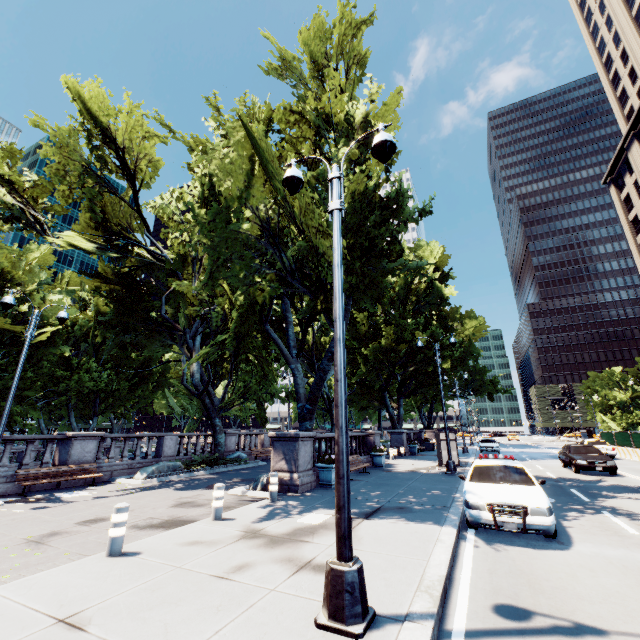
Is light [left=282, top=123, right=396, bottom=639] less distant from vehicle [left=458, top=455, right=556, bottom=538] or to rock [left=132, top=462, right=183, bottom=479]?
vehicle [left=458, top=455, right=556, bottom=538]

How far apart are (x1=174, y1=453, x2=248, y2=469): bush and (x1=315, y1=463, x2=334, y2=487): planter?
9.0 meters

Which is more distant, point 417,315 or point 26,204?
point 417,315

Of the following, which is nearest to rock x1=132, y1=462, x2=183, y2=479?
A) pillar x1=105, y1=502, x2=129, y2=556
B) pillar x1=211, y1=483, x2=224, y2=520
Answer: pillar x1=211, y1=483, x2=224, y2=520

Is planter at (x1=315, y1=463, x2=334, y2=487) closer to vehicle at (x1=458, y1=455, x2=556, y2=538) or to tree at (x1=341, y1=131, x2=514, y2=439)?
tree at (x1=341, y1=131, x2=514, y2=439)

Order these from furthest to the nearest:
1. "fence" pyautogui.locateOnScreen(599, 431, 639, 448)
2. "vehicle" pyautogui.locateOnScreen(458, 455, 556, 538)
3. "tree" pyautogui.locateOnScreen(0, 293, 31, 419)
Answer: "fence" pyautogui.locateOnScreen(599, 431, 639, 448), "tree" pyautogui.locateOnScreen(0, 293, 31, 419), "vehicle" pyautogui.locateOnScreen(458, 455, 556, 538)

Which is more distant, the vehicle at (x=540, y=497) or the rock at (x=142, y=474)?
the rock at (x=142, y=474)

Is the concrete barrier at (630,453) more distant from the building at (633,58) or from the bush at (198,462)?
the bush at (198,462)
